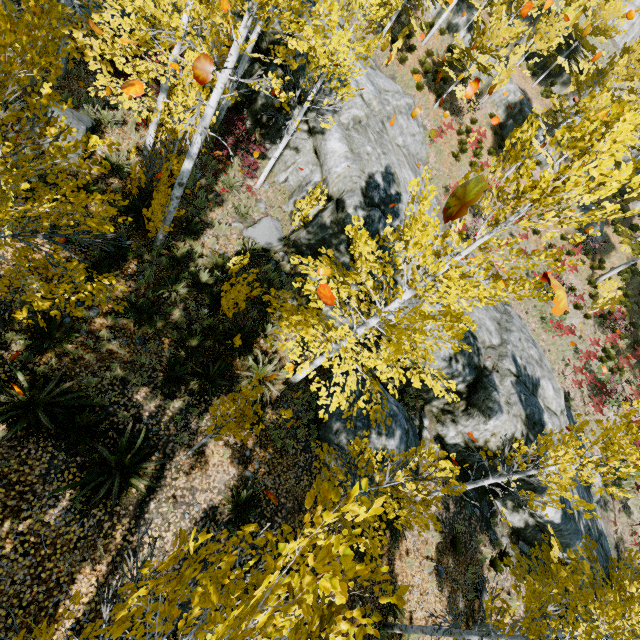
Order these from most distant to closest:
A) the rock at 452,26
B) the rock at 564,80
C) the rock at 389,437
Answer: the rock at 564,80, the rock at 452,26, the rock at 389,437

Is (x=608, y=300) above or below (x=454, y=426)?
above

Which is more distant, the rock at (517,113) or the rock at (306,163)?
the rock at (517,113)

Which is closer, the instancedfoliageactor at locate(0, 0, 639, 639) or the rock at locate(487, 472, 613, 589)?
the instancedfoliageactor at locate(0, 0, 639, 639)

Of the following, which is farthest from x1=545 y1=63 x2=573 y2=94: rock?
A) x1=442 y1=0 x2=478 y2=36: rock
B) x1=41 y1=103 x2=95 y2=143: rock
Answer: x1=41 y1=103 x2=95 y2=143: rock

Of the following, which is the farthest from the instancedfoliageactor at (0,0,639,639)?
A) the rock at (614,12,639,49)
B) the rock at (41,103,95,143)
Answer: the rock at (41,103,95,143)

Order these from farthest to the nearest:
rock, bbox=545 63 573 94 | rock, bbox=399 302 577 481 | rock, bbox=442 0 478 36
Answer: rock, bbox=545 63 573 94 → rock, bbox=442 0 478 36 → rock, bbox=399 302 577 481

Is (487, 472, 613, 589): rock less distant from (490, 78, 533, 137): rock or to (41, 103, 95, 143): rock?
(41, 103, 95, 143): rock
